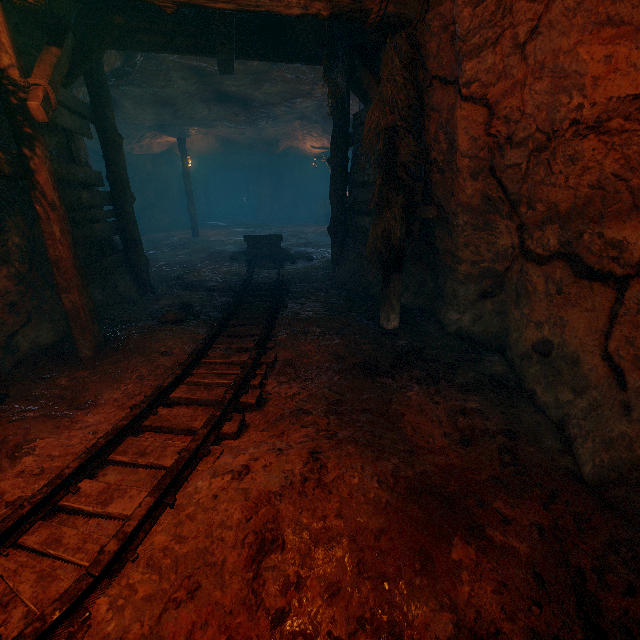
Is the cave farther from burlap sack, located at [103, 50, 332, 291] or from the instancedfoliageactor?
the instancedfoliageactor

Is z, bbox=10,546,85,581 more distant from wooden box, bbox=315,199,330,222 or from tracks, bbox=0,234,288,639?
wooden box, bbox=315,199,330,222

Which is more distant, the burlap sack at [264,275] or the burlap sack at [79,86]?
the burlap sack at [264,275]

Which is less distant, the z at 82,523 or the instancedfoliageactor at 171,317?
the z at 82,523

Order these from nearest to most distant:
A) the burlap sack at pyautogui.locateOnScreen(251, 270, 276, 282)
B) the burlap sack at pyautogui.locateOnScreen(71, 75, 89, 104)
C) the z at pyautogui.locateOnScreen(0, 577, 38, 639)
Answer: the z at pyautogui.locateOnScreen(0, 577, 38, 639), the burlap sack at pyautogui.locateOnScreen(71, 75, 89, 104), the burlap sack at pyautogui.locateOnScreen(251, 270, 276, 282)

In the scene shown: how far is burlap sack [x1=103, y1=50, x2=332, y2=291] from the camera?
7.9m

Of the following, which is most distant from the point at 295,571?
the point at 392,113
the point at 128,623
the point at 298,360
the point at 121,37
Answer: the point at 121,37

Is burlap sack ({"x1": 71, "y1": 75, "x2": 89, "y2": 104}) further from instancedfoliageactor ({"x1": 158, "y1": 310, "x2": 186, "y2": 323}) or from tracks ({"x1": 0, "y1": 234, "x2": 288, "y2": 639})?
instancedfoliageactor ({"x1": 158, "y1": 310, "x2": 186, "y2": 323})
